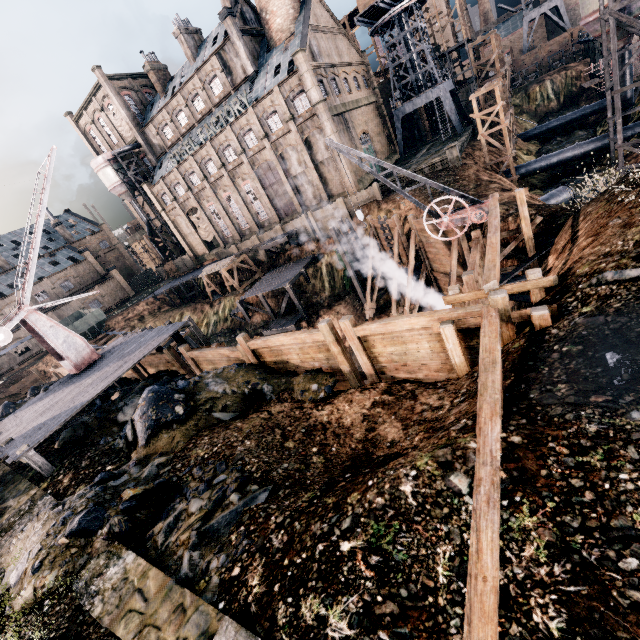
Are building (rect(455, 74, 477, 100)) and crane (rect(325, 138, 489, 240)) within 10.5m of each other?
no

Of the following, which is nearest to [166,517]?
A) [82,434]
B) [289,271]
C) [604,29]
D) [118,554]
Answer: [118,554]

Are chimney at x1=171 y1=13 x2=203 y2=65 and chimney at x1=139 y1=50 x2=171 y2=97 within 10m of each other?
yes

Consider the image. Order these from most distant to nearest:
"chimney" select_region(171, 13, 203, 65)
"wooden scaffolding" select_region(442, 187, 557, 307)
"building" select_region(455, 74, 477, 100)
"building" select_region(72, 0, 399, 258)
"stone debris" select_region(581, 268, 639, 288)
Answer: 1. "building" select_region(455, 74, 477, 100)
2. "chimney" select_region(171, 13, 203, 65)
3. "building" select_region(72, 0, 399, 258)
4. "wooden scaffolding" select_region(442, 187, 557, 307)
5. "stone debris" select_region(581, 268, 639, 288)

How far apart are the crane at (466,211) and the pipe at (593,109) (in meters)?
47.45

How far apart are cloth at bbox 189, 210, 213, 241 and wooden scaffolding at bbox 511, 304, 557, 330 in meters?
55.2

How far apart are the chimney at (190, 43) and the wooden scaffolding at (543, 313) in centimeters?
5857cm

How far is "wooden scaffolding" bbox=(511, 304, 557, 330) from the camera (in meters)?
7.49
